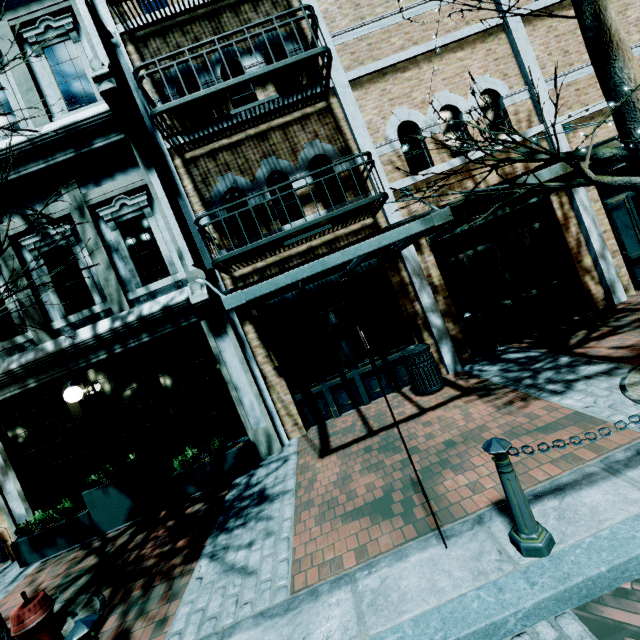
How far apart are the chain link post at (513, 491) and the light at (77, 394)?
7.00m

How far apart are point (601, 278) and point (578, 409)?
4.9 meters

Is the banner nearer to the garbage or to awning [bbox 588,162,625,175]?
the garbage

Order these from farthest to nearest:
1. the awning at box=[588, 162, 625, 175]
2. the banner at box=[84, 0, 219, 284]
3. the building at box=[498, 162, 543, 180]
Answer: the building at box=[498, 162, 543, 180]
the banner at box=[84, 0, 219, 284]
the awning at box=[588, 162, 625, 175]

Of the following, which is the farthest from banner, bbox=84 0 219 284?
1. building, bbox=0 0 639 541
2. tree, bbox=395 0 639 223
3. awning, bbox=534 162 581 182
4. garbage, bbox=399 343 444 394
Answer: awning, bbox=534 162 581 182

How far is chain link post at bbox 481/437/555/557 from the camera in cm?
239

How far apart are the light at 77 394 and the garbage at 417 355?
6.27m

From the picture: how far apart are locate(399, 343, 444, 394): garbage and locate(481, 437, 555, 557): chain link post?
3.6 meters
